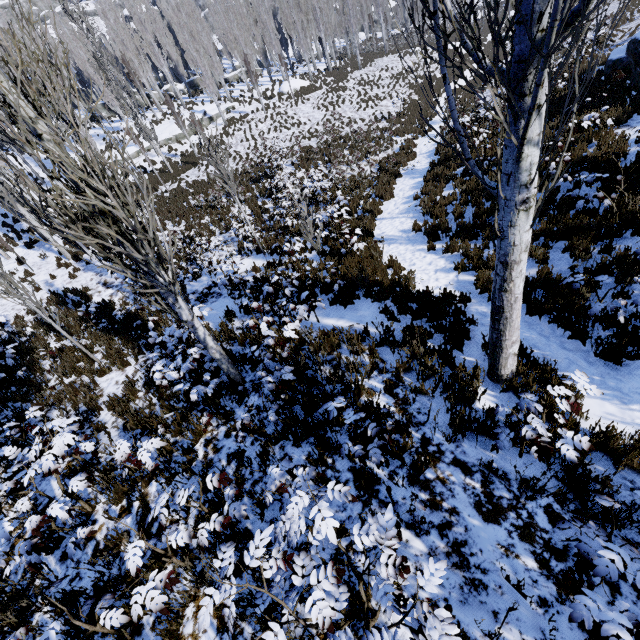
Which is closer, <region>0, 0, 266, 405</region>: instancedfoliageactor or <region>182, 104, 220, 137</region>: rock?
<region>0, 0, 266, 405</region>: instancedfoliageactor

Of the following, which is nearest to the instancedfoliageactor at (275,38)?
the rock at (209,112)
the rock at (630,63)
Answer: the rock at (209,112)

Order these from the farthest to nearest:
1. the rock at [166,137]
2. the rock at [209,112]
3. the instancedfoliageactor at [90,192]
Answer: the rock at [209,112], the rock at [166,137], the instancedfoliageactor at [90,192]

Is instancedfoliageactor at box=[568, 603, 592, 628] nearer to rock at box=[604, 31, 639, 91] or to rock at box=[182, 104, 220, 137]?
rock at box=[182, 104, 220, 137]

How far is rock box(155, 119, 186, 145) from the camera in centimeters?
2986cm

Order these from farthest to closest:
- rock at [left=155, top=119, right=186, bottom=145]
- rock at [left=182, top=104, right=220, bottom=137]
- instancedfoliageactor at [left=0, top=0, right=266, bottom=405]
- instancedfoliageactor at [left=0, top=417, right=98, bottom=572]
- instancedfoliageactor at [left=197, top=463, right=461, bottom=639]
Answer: rock at [left=182, top=104, right=220, bottom=137], rock at [left=155, top=119, right=186, bottom=145], instancedfoliageactor at [left=0, top=417, right=98, bottom=572], instancedfoliageactor at [left=0, top=0, right=266, bottom=405], instancedfoliageactor at [left=197, top=463, right=461, bottom=639]

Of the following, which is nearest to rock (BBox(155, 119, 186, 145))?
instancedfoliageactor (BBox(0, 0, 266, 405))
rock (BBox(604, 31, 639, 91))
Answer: instancedfoliageactor (BBox(0, 0, 266, 405))

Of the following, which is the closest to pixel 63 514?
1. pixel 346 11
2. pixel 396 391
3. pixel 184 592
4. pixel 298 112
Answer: pixel 184 592
